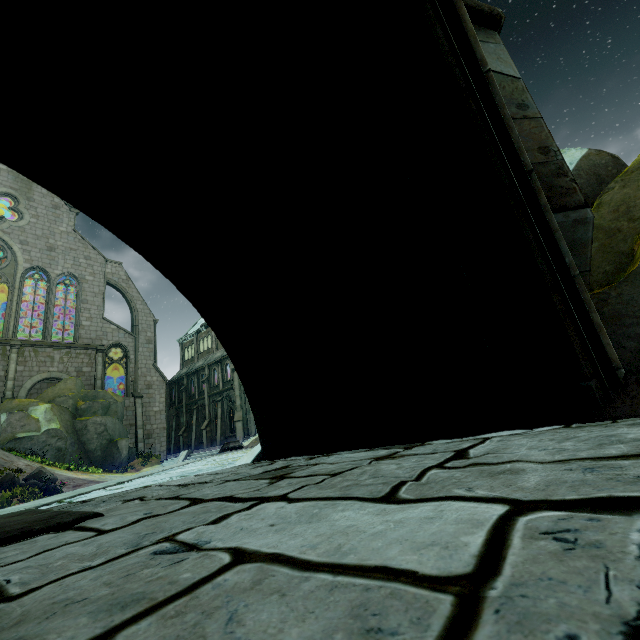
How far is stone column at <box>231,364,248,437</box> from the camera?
31.0m

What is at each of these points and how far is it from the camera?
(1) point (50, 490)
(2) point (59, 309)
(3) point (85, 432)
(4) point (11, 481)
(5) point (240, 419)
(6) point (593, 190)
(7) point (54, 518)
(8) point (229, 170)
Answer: (1) flower, 14.8m
(2) building, 38.4m
(3) rock, 23.2m
(4) rock, 14.2m
(5) stone column, 31.0m
(6) rock, 8.2m
(7) wall trim, 2.0m
(8) bridge, 3.4m

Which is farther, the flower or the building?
the building

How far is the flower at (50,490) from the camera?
14.68m

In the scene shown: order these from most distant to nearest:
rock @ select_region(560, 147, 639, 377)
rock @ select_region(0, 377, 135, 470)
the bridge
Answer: rock @ select_region(0, 377, 135, 470) < rock @ select_region(560, 147, 639, 377) < the bridge

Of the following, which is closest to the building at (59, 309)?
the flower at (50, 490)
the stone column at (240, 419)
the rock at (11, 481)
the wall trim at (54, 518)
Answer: the wall trim at (54, 518)

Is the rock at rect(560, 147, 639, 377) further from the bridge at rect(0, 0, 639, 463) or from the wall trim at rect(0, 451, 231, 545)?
the wall trim at rect(0, 451, 231, 545)

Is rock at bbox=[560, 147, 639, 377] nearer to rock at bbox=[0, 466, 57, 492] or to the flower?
the flower
